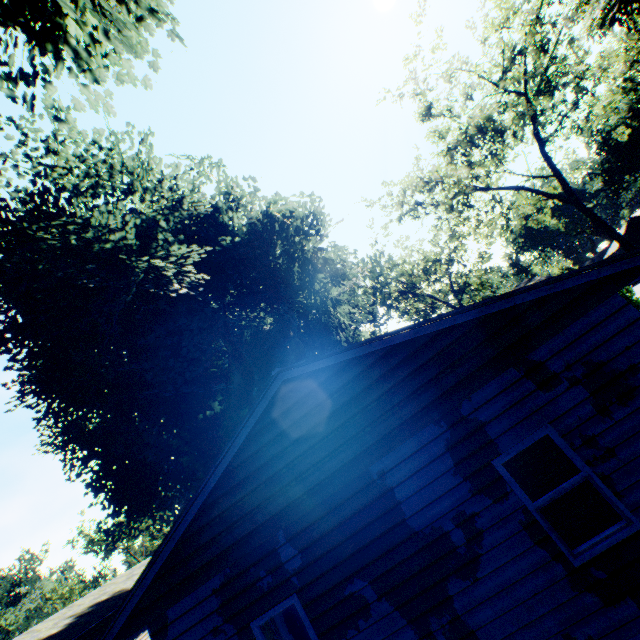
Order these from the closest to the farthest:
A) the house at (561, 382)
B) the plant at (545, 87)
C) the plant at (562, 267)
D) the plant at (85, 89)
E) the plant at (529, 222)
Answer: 1. the house at (561, 382)
2. the plant at (85, 89)
3. the plant at (545, 87)
4. the plant at (529, 222)
5. the plant at (562, 267)

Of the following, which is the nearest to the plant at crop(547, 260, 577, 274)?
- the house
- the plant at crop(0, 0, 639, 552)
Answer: the plant at crop(0, 0, 639, 552)

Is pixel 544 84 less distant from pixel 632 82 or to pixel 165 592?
pixel 165 592

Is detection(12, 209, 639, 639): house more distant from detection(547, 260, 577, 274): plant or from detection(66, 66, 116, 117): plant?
detection(547, 260, 577, 274): plant

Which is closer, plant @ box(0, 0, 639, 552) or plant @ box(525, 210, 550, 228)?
plant @ box(0, 0, 639, 552)

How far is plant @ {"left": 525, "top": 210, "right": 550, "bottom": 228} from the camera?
26.8m

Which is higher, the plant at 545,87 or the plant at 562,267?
the plant at 545,87
